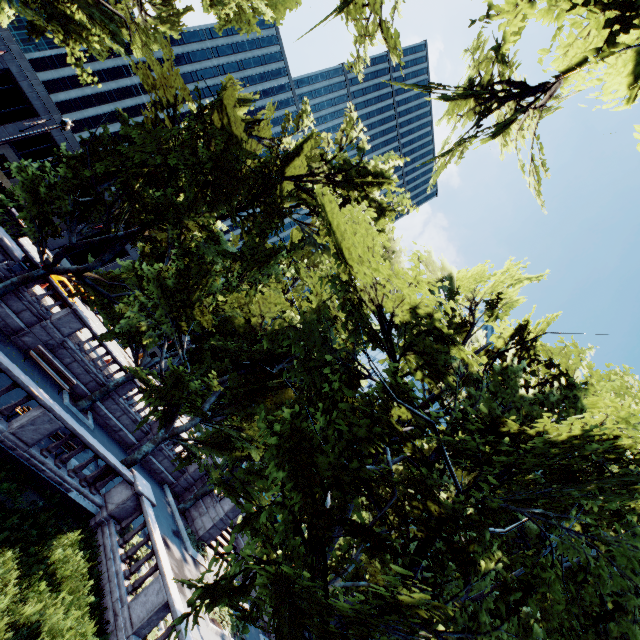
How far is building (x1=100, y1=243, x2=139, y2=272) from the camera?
45.9 meters

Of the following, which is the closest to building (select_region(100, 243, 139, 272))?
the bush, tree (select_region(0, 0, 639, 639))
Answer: tree (select_region(0, 0, 639, 639))

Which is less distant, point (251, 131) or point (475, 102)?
point (475, 102)

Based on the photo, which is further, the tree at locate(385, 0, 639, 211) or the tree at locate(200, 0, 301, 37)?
the tree at locate(200, 0, 301, 37)

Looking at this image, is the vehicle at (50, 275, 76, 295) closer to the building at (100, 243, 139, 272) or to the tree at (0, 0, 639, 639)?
the tree at (0, 0, 639, 639)

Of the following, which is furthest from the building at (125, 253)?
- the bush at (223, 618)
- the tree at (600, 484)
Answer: the bush at (223, 618)

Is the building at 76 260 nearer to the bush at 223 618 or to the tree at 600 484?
the tree at 600 484

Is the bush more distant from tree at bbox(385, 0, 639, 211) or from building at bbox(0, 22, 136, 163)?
building at bbox(0, 22, 136, 163)
